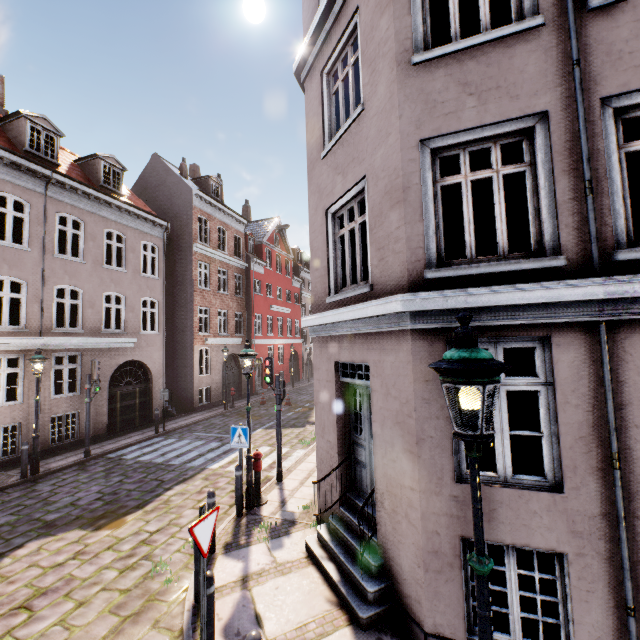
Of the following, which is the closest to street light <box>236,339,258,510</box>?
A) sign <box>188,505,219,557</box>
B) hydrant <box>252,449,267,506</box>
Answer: hydrant <box>252,449,267,506</box>

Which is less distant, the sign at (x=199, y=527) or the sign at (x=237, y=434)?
the sign at (x=199, y=527)

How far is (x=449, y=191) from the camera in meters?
15.8 m

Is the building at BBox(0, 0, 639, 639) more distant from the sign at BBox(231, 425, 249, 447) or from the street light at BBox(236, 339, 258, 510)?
the sign at BBox(231, 425, 249, 447)

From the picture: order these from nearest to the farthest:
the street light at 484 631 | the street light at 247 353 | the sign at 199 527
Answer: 1. the street light at 484 631
2. the sign at 199 527
3. the street light at 247 353

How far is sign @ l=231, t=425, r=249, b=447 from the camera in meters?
7.6

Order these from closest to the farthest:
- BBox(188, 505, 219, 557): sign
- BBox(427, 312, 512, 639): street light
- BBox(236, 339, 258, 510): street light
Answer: BBox(427, 312, 512, 639): street light, BBox(188, 505, 219, 557): sign, BBox(236, 339, 258, 510): street light

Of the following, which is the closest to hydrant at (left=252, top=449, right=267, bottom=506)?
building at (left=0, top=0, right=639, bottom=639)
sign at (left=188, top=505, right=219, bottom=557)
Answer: building at (left=0, top=0, right=639, bottom=639)
